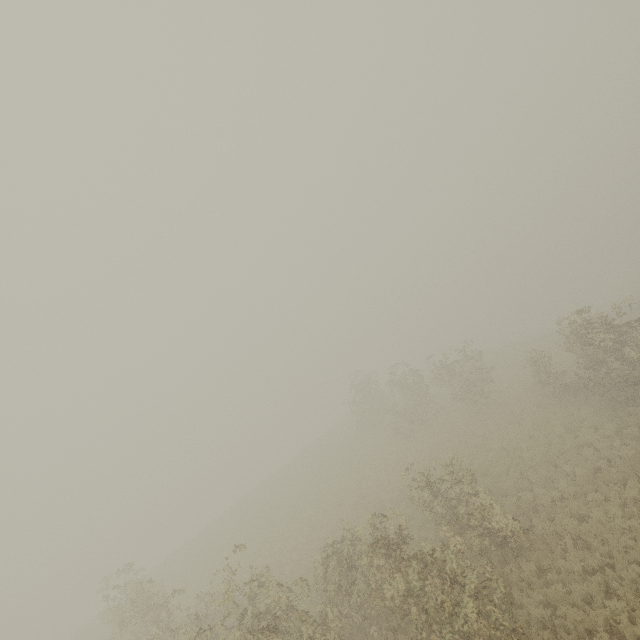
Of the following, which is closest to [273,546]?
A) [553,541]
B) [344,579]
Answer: [344,579]
